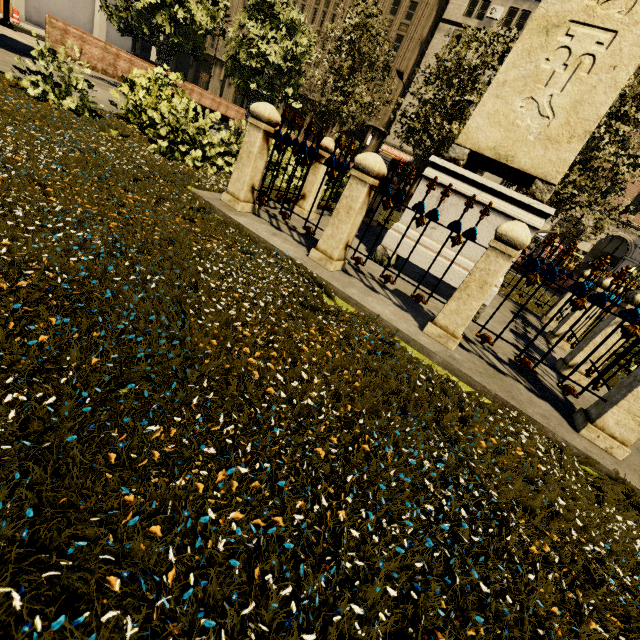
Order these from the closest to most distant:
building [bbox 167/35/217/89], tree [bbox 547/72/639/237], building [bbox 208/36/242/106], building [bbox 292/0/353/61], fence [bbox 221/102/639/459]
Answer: fence [bbox 221/102/639/459] < tree [bbox 547/72/639/237] < building [bbox 292/0/353/61] < building [bbox 208/36/242/106] < building [bbox 167/35/217/89]

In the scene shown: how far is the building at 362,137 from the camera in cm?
3872

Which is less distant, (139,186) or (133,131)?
(139,186)

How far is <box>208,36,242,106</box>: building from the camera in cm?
4847

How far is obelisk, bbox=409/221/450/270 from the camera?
5.04m

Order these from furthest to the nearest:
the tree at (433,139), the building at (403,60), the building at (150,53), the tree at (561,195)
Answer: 1. the building at (403,60)
2. the building at (150,53)
3. the tree at (433,139)
4. the tree at (561,195)

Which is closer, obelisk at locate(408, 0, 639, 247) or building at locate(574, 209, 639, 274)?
obelisk at locate(408, 0, 639, 247)
